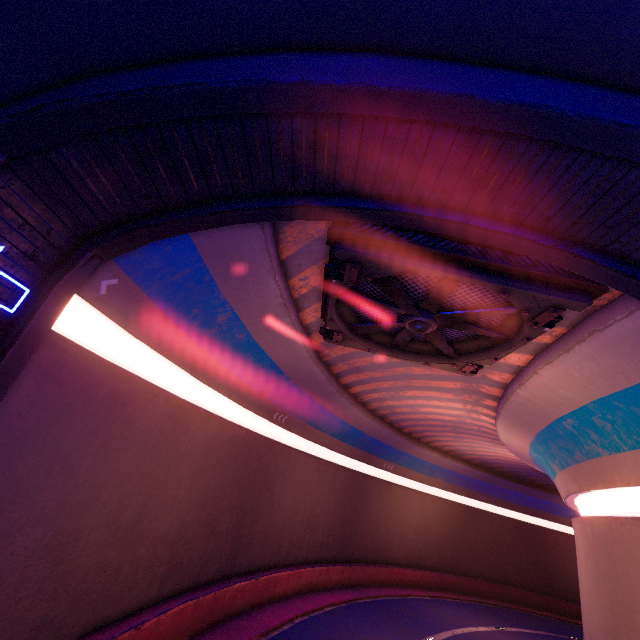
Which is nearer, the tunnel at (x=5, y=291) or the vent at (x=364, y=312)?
the tunnel at (x=5, y=291)

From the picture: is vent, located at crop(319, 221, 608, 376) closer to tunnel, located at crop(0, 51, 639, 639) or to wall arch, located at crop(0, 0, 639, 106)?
tunnel, located at crop(0, 51, 639, 639)

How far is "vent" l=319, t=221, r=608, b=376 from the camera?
6.66m

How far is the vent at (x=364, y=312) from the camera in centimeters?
666cm

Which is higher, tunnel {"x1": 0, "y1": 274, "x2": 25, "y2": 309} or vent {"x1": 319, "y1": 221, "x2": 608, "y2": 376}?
vent {"x1": 319, "y1": 221, "x2": 608, "y2": 376}

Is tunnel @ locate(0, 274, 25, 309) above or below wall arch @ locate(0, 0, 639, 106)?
below

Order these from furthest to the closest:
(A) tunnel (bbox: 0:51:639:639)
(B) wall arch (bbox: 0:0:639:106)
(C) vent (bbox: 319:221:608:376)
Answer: (C) vent (bbox: 319:221:608:376) → (A) tunnel (bbox: 0:51:639:639) → (B) wall arch (bbox: 0:0:639:106)

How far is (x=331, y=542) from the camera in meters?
23.2 m
